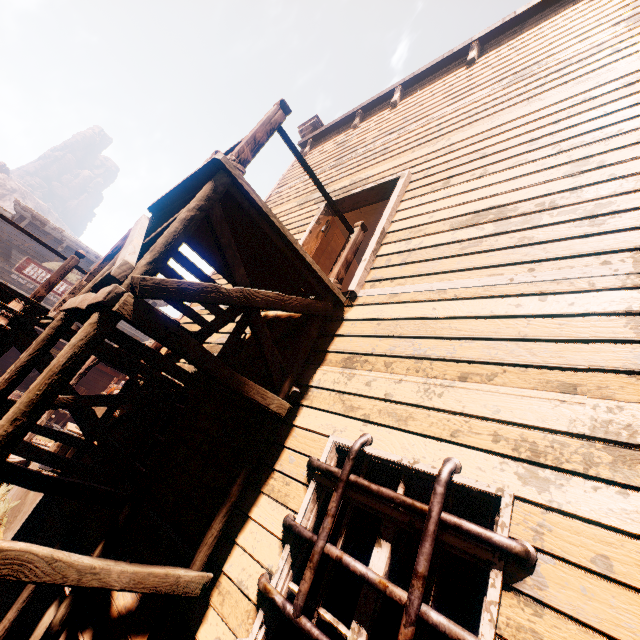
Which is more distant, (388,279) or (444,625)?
(388,279)

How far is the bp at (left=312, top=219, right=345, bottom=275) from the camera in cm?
576

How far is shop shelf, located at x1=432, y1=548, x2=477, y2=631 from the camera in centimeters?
841cm

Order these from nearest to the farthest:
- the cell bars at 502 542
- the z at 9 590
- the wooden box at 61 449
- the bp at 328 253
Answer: the cell bars at 502 542, the z at 9 590, the bp at 328 253, the wooden box at 61 449

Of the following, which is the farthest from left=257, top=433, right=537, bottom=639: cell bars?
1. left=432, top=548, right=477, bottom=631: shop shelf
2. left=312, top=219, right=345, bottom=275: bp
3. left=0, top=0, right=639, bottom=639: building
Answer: left=432, top=548, right=477, bottom=631: shop shelf

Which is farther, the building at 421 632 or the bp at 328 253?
the bp at 328 253

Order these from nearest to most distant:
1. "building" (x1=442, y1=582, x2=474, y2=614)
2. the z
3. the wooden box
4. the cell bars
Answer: the cell bars → the z → the wooden box → "building" (x1=442, y1=582, x2=474, y2=614)

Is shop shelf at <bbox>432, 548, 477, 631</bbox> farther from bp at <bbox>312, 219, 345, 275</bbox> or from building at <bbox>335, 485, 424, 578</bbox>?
bp at <bbox>312, 219, 345, 275</bbox>
